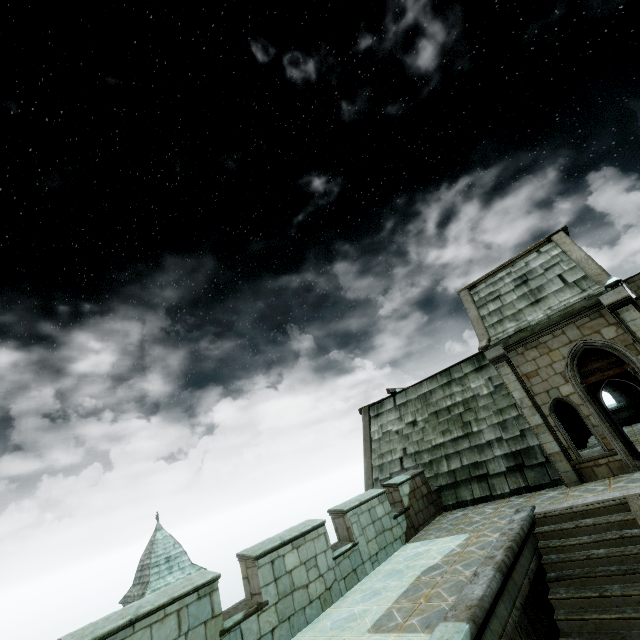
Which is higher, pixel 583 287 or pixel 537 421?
pixel 583 287
